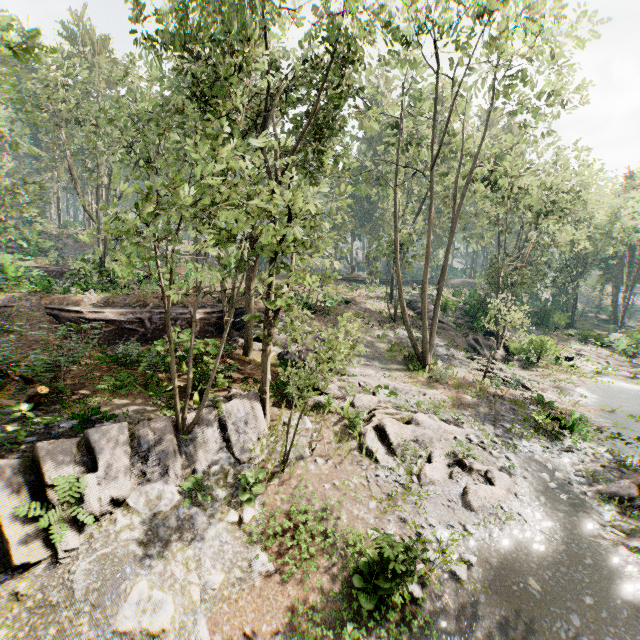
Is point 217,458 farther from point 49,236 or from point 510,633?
point 49,236

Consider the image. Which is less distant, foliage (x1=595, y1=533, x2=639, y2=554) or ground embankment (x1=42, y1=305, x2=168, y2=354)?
foliage (x1=595, y1=533, x2=639, y2=554)

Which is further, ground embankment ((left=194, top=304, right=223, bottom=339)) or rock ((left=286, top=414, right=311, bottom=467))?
ground embankment ((left=194, top=304, right=223, bottom=339))

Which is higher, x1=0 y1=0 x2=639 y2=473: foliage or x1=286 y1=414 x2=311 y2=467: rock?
x1=0 y1=0 x2=639 y2=473: foliage

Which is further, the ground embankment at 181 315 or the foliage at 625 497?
the ground embankment at 181 315

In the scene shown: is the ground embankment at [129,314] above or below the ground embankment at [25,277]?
below

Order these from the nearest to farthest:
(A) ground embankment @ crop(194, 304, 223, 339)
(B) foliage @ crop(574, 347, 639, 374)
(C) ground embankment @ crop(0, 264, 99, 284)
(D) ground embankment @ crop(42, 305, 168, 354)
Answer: (D) ground embankment @ crop(42, 305, 168, 354) < (A) ground embankment @ crop(194, 304, 223, 339) < (C) ground embankment @ crop(0, 264, 99, 284) < (B) foliage @ crop(574, 347, 639, 374)
